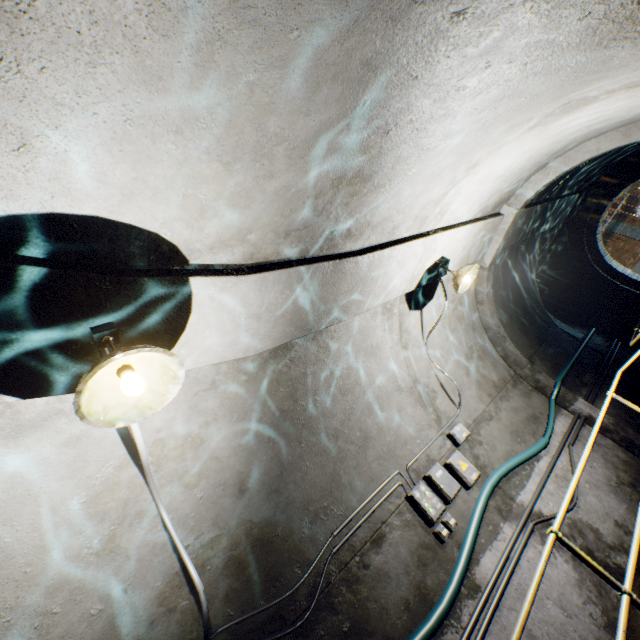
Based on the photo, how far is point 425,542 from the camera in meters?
3.6

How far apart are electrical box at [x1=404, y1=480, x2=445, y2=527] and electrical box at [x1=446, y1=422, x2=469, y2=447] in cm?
92

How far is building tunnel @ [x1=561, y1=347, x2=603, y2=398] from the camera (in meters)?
6.24

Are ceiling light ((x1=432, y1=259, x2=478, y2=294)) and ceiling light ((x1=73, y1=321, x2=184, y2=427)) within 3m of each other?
no

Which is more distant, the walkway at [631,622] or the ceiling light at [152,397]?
the walkway at [631,622]

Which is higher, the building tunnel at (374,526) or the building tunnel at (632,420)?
the building tunnel at (374,526)

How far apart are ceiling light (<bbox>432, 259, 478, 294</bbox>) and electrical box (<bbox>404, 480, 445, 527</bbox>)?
2.44m

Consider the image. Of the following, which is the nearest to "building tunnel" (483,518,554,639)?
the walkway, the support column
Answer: the walkway
